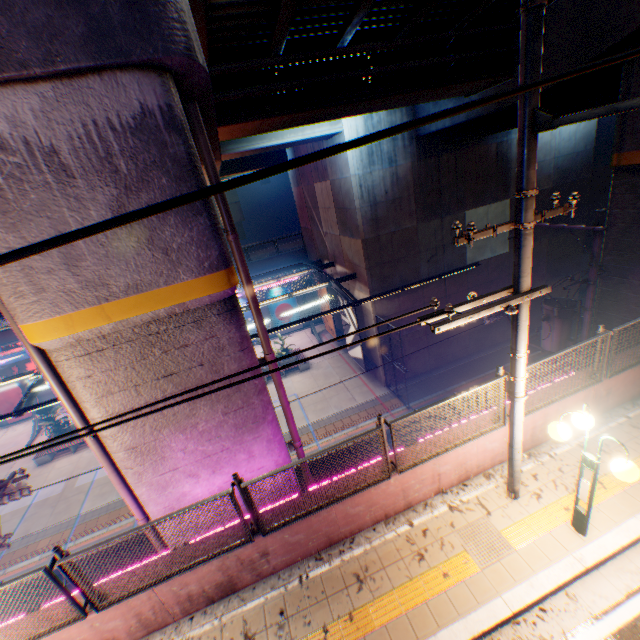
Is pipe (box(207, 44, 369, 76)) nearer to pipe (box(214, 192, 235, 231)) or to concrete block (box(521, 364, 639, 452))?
pipe (box(214, 192, 235, 231))

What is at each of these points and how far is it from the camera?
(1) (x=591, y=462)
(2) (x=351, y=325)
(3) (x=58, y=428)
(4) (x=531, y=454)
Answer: (1) street lamp, 4.64m
(2) billboard, 19.03m
(3) plants, 20.05m
(4) concrete curb, 6.73m

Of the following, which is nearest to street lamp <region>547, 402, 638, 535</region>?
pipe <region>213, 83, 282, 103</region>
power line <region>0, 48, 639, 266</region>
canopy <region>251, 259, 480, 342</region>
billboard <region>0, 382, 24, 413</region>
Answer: power line <region>0, 48, 639, 266</region>

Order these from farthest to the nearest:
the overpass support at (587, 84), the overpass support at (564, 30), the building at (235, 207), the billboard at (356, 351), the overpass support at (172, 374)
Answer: the building at (235, 207) → the billboard at (356, 351) → the overpass support at (587, 84) → the overpass support at (564, 30) → the overpass support at (172, 374)

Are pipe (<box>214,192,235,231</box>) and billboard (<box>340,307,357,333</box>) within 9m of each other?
no

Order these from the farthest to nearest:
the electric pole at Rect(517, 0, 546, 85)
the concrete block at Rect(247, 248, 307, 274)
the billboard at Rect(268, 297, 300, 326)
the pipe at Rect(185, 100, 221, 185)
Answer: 1. the billboard at Rect(268, 297, 300, 326)
2. the concrete block at Rect(247, 248, 307, 274)
3. the pipe at Rect(185, 100, 221, 185)
4. the electric pole at Rect(517, 0, 546, 85)

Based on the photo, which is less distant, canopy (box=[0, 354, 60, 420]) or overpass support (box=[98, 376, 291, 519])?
overpass support (box=[98, 376, 291, 519])

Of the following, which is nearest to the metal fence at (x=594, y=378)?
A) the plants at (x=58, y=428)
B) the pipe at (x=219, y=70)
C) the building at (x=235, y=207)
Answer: the pipe at (x=219, y=70)
